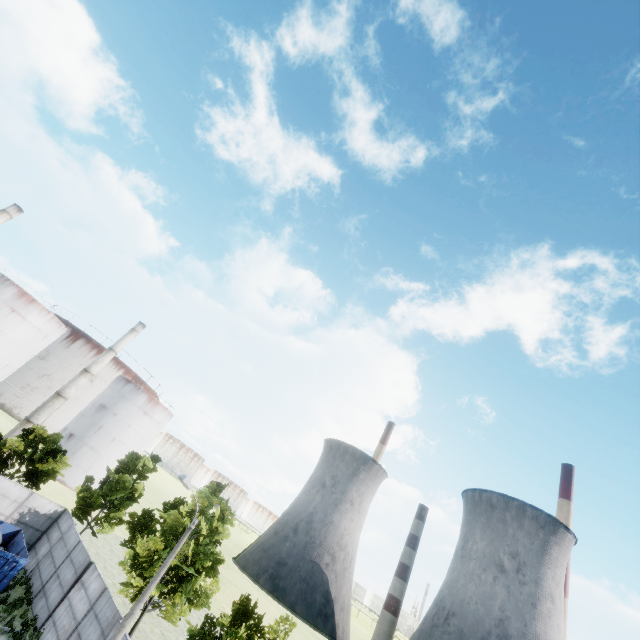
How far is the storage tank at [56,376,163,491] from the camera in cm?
5122

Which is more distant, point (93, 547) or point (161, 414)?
point (161, 414)

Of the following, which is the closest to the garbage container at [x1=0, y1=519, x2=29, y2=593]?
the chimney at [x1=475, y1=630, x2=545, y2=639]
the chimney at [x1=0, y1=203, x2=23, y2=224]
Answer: the chimney at [x1=0, y1=203, x2=23, y2=224]

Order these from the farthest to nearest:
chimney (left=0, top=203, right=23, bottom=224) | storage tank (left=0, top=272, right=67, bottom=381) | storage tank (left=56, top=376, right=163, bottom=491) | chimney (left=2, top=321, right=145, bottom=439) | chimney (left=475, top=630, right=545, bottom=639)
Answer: chimney (left=475, top=630, right=545, bottom=639), storage tank (left=56, top=376, right=163, bottom=491), chimney (left=2, top=321, right=145, bottom=439), chimney (left=0, top=203, right=23, bottom=224), storage tank (left=0, top=272, right=67, bottom=381)

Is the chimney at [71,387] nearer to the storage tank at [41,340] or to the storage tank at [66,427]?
the storage tank at [66,427]

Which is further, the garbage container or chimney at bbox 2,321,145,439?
chimney at bbox 2,321,145,439

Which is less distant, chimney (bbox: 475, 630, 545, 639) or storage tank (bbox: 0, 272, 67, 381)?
storage tank (bbox: 0, 272, 67, 381)

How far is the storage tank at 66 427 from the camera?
51.22m
